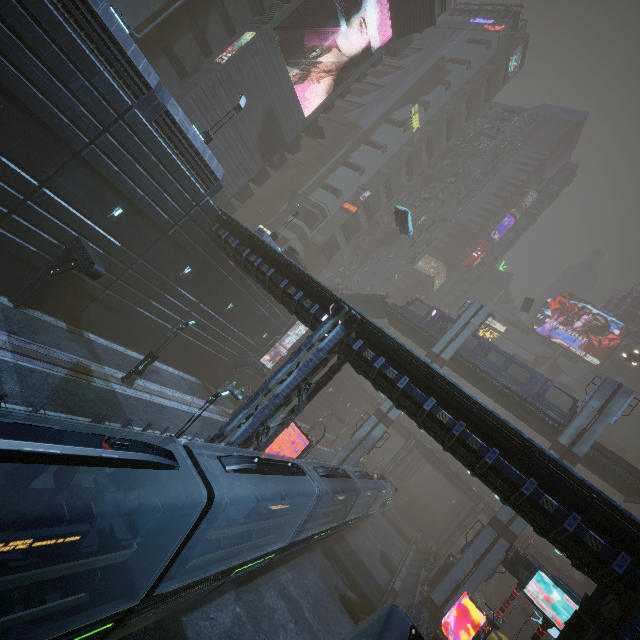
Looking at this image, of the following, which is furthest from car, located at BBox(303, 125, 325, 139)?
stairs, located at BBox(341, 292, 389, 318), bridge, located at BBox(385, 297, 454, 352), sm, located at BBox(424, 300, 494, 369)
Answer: sm, located at BBox(424, 300, 494, 369)

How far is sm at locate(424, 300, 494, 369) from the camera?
36.4m

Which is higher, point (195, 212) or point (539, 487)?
point (539, 487)

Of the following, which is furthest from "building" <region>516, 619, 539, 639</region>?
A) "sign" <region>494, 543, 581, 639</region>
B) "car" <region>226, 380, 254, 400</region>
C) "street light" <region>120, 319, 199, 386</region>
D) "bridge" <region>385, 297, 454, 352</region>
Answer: "bridge" <region>385, 297, 454, 352</region>

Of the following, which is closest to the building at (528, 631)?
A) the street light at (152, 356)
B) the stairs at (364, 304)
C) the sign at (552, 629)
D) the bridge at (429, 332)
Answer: the sign at (552, 629)

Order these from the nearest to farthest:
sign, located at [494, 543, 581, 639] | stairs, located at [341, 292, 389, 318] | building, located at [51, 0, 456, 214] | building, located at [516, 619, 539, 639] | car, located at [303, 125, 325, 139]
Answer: sign, located at [494, 543, 581, 639], building, located at [51, 0, 456, 214], building, located at [516, 619, 539, 639], stairs, located at [341, 292, 389, 318], car, located at [303, 125, 325, 139]

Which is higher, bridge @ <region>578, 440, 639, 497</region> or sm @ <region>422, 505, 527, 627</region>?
bridge @ <region>578, 440, 639, 497</region>

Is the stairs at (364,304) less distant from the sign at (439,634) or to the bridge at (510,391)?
the bridge at (510,391)
